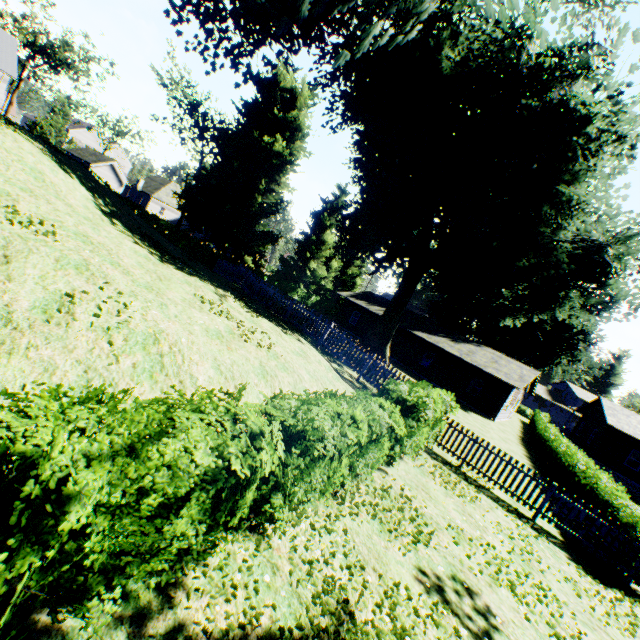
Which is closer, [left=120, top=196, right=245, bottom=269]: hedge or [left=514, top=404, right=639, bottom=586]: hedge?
[left=514, top=404, right=639, bottom=586]: hedge

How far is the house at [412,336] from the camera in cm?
2791

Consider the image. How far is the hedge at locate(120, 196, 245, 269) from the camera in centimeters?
2819cm

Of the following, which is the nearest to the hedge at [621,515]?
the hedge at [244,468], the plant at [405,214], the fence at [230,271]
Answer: the fence at [230,271]

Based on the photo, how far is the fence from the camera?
13.8 meters

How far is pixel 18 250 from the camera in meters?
5.4

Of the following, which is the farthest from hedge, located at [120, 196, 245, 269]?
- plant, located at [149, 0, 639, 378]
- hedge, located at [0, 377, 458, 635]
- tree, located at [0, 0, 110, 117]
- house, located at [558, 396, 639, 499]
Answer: house, located at [558, 396, 639, 499]

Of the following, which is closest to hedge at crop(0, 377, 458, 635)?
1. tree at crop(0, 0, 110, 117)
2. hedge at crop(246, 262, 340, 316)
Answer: hedge at crop(246, 262, 340, 316)
